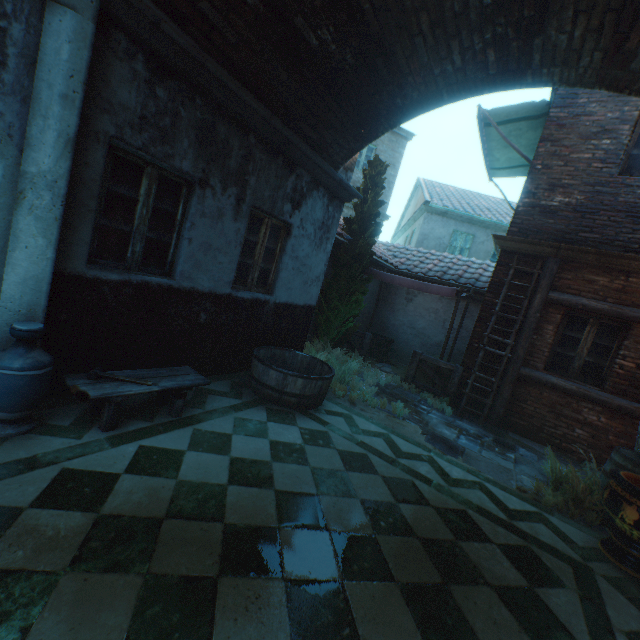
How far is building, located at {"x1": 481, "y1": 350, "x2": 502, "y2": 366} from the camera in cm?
704

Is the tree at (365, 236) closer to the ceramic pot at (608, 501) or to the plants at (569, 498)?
the plants at (569, 498)

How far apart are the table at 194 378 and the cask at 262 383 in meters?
1.0

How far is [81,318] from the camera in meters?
3.4

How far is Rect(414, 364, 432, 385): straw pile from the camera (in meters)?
8.81

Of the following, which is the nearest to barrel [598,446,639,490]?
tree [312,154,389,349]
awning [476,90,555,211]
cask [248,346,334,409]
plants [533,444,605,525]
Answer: plants [533,444,605,525]

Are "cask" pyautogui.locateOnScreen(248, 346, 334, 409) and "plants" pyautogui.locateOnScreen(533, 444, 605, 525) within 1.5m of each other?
no

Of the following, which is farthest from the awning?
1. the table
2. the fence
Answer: the table
